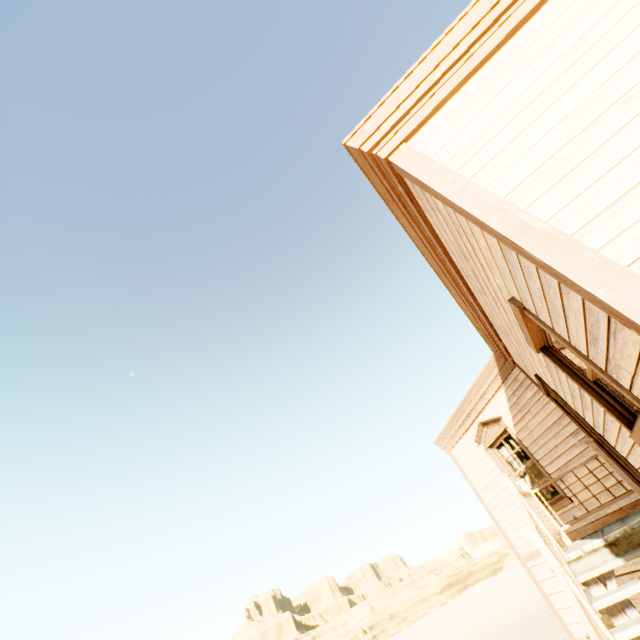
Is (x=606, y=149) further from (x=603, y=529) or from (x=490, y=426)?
(x=490, y=426)

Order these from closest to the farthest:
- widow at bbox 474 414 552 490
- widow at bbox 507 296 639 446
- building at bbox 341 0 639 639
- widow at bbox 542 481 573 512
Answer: building at bbox 341 0 639 639 → widow at bbox 507 296 639 446 → widow at bbox 542 481 573 512 → widow at bbox 474 414 552 490

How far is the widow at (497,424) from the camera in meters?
7.4

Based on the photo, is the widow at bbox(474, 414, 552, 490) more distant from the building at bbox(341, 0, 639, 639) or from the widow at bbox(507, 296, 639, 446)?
the widow at bbox(507, 296, 639, 446)

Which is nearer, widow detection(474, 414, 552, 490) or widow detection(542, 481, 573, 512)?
widow detection(542, 481, 573, 512)

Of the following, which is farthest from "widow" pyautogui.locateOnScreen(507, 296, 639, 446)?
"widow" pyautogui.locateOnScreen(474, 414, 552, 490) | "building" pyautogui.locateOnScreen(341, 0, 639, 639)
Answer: "widow" pyautogui.locateOnScreen(474, 414, 552, 490)

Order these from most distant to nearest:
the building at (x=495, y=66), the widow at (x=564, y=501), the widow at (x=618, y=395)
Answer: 1. the widow at (x=564, y=501)
2. the widow at (x=618, y=395)
3. the building at (x=495, y=66)

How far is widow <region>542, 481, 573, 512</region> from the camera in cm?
666
